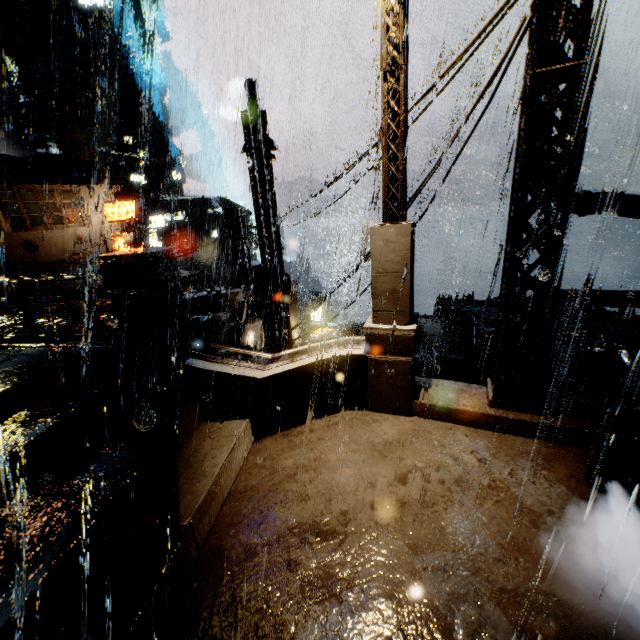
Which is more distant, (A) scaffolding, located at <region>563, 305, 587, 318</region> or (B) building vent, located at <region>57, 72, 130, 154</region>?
(B) building vent, located at <region>57, 72, 130, 154</region>

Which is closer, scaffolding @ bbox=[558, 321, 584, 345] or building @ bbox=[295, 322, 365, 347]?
scaffolding @ bbox=[558, 321, 584, 345]

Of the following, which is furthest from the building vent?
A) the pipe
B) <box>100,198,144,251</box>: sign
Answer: the pipe

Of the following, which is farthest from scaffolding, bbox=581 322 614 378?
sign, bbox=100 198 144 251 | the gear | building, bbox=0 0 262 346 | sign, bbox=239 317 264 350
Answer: the gear

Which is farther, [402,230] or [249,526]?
[402,230]

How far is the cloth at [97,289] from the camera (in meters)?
24.75

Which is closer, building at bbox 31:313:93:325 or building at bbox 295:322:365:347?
building at bbox 31:313:93:325

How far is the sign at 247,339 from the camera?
11.5 meters
